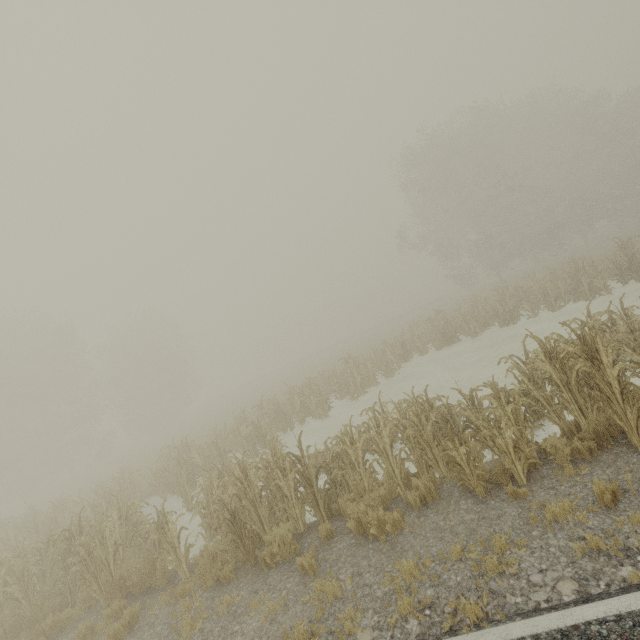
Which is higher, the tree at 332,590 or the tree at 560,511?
the tree at 332,590

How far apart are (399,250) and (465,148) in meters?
11.3 m

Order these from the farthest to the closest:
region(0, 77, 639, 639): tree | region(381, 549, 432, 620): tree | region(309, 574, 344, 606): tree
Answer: region(0, 77, 639, 639): tree → region(309, 574, 344, 606): tree → region(381, 549, 432, 620): tree

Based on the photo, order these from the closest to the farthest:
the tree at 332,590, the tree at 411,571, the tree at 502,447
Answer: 1. the tree at 411,571
2. the tree at 332,590
3. the tree at 502,447

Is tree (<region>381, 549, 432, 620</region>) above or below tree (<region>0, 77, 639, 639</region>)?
below

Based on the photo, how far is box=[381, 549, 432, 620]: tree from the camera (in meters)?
3.88

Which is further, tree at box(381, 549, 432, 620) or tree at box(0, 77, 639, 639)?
tree at box(0, 77, 639, 639)
